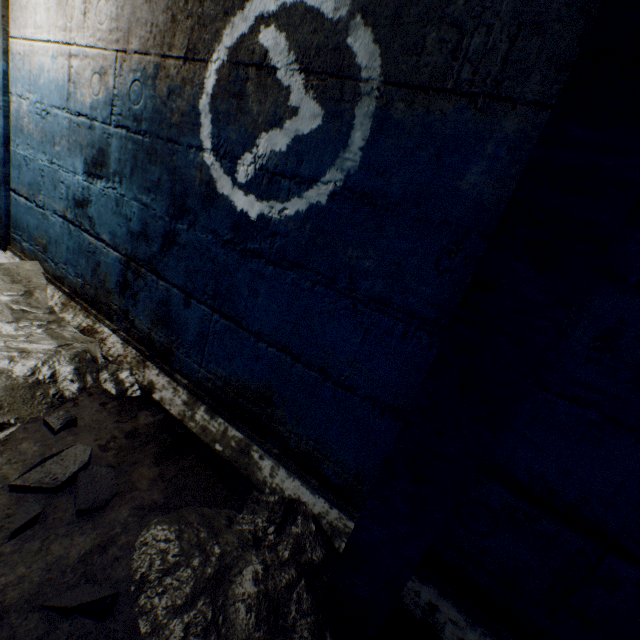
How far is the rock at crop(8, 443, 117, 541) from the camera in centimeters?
103cm

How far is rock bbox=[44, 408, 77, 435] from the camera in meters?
1.3

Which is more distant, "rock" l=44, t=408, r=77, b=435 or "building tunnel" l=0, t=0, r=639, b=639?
"rock" l=44, t=408, r=77, b=435

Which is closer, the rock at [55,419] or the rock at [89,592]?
the rock at [89,592]

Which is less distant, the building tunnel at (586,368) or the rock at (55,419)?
the building tunnel at (586,368)

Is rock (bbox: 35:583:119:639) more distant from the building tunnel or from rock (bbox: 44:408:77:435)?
rock (bbox: 44:408:77:435)

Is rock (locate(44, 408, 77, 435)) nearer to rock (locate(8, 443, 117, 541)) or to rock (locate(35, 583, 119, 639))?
rock (locate(8, 443, 117, 541))

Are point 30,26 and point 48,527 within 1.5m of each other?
no
